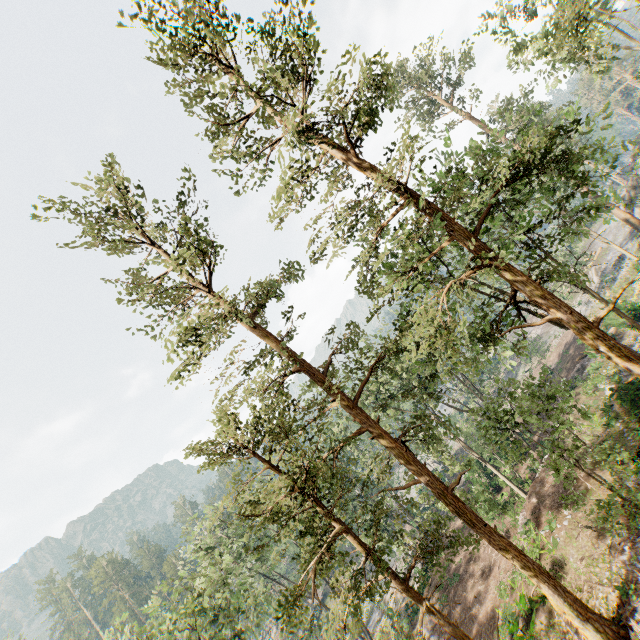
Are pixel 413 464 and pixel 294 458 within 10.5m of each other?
yes

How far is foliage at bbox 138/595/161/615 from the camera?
23.09m

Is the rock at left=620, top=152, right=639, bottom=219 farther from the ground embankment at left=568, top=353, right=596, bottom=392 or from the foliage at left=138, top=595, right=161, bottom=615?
the ground embankment at left=568, top=353, right=596, bottom=392

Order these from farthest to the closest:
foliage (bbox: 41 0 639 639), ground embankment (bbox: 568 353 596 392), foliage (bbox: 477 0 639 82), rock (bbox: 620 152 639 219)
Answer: rock (bbox: 620 152 639 219) → ground embankment (bbox: 568 353 596 392) → foliage (bbox: 477 0 639 82) → foliage (bbox: 41 0 639 639)

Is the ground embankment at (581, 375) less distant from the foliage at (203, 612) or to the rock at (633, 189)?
the foliage at (203, 612)

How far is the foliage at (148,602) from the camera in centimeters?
2309cm

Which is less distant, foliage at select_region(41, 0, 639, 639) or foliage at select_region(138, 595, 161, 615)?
foliage at select_region(41, 0, 639, 639)
